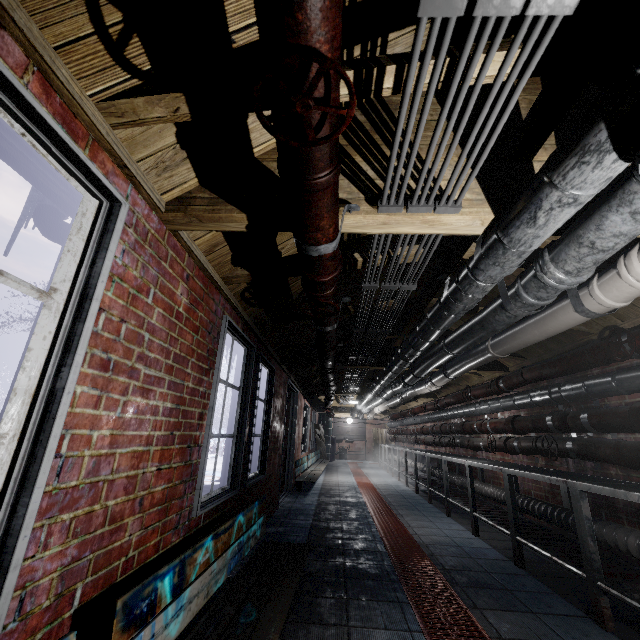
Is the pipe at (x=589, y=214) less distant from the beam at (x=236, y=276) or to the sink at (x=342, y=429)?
the beam at (x=236, y=276)

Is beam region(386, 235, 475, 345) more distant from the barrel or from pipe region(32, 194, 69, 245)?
the barrel

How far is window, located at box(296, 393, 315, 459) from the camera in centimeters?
755cm

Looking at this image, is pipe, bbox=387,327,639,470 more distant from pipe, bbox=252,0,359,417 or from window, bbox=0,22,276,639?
window, bbox=0,22,276,639

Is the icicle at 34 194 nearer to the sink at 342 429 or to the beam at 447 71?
the beam at 447 71

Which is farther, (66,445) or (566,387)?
(566,387)

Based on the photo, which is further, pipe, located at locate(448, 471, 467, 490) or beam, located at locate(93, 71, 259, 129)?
pipe, located at locate(448, 471, 467, 490)

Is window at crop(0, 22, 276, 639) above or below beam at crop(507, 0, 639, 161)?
below
